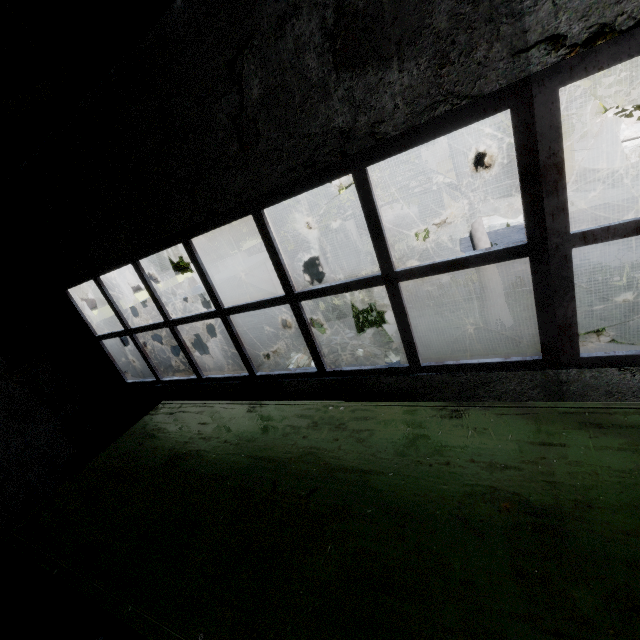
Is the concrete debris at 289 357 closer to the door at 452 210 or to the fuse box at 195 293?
the fuse box at 195 293

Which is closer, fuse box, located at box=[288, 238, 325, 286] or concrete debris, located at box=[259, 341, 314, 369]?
concrete debris, located at box=[259, 341, 314, 369]

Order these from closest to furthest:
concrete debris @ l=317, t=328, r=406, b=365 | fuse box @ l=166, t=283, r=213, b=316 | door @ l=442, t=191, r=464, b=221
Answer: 1. concrete debris @ l=317, t=328, r=406, b=365
2. fuse box @ l=166, t=283, r=213, b=316
3. door @ l=442, t=191, r=464, b=221

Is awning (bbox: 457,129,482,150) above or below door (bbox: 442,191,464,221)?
above

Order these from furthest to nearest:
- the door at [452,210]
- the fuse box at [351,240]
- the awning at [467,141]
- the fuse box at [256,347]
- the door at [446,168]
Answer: the door at [452,210] → the door at [446,168] → the awning at [467,141] → the fuse box at [351,240] → the fuse box at [256,347]

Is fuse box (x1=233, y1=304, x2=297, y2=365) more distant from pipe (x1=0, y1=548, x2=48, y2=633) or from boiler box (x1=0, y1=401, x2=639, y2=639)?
boiler box (x1=0, y1=401, x2=639, y2=639)

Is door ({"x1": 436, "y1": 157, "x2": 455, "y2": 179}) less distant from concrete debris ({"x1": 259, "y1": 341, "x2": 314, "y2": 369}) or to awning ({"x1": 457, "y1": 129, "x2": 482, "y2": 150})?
awning ({"x1": 457, "y1": 129, "x2": 482, "y2": 150})

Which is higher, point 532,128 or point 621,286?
point 532,128
